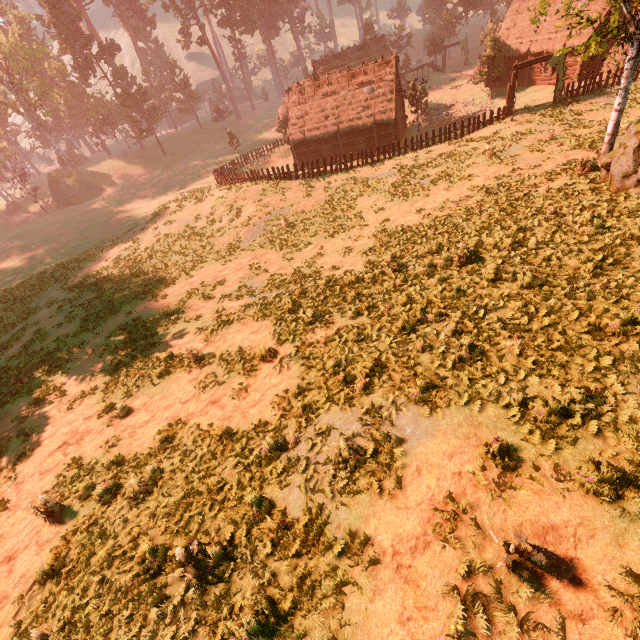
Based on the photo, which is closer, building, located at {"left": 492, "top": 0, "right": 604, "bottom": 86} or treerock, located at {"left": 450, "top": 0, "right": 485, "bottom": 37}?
building, located at {"left": 492, "top": 0, "right": 604, "bottom": 86}

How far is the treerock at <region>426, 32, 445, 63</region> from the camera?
53.91m

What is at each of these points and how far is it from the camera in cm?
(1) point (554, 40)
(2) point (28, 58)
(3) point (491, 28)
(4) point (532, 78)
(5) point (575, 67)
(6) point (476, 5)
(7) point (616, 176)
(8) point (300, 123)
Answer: (1) building, 3238
(2) treerock, 4550
(3) treerock, 4884
(4) building, 3591
(5) building, 3191
(6) treerock, 5628
(7) treerock, 1212
(8) building, 3684

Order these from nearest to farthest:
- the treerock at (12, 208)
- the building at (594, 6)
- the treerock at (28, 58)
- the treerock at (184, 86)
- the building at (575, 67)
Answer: the building at (594, 6), the building at (575, 67), the treerock at (28, 58), the treerock at (12, 208), the treerock at (184, 86)

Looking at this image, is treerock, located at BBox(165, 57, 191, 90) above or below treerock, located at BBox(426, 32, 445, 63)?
above

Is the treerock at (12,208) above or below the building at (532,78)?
above
